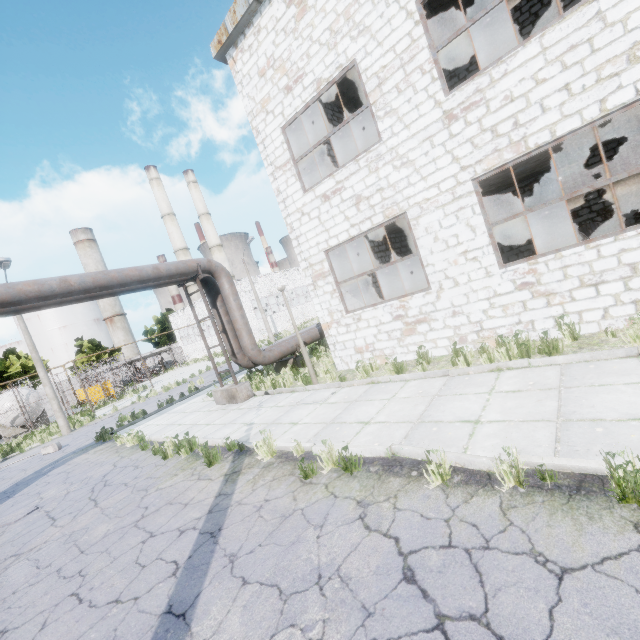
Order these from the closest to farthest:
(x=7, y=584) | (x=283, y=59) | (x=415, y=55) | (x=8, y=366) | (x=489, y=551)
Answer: (x=489, y=551) → (x=7, y=584) → (x=415, y=55) → (x=283, y=59) → (x=8, y=366)

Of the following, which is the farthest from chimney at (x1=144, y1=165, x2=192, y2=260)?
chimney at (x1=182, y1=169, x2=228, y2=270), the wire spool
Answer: the wire spool

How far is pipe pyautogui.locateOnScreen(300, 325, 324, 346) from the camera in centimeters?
1437cm

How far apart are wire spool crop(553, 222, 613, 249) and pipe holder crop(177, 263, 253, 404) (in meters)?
11.43

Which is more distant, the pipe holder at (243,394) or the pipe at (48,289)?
the pipe holder at (243,394)

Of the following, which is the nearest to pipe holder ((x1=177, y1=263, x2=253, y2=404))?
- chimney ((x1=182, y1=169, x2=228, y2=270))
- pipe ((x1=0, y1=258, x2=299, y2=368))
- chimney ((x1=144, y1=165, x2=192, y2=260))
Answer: pipe ((x1=0, y1=258, x2=299, y2=368))

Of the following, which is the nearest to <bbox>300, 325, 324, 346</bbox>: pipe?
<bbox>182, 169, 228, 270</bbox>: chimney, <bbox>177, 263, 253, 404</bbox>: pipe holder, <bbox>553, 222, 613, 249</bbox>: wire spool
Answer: <bbox>177, 263, 253, 404</bbox>: pipe holder

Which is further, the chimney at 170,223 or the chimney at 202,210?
the chimney at 202,210
